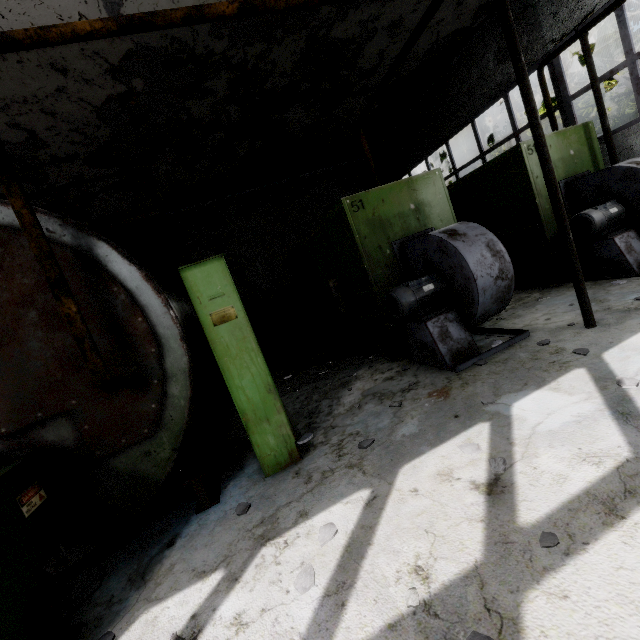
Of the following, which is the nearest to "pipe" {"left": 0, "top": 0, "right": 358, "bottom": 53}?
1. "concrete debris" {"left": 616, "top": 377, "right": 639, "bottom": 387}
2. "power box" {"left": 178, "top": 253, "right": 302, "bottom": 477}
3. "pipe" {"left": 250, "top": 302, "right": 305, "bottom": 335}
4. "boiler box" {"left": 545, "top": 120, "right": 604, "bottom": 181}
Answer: "pipe" {"left": 250, "top": 302, "right": 305, "bottom": 335}

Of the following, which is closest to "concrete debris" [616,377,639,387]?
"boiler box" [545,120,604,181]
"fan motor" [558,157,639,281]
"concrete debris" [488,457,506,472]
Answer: "concrete debris" [488,457,506,472]

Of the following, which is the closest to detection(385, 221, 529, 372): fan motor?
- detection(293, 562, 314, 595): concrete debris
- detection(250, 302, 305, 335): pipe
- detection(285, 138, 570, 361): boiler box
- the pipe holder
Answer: detection(285, 138, 570, 361): boiler box

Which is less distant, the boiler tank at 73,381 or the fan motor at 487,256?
the boiler tank at 73,381

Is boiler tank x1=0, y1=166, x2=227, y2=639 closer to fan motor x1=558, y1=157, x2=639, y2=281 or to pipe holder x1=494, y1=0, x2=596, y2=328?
pipe holder x1=494, y1=0, x2=596, y2=328

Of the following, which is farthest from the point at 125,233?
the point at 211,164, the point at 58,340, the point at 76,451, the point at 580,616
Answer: the point at 580,616

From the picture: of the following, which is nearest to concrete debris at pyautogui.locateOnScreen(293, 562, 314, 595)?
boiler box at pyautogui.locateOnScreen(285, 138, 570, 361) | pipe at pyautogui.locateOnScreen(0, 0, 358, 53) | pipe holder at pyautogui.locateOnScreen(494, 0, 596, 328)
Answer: boiler box at pyautogui.locateOnScreen(285, 138, 570, 361)

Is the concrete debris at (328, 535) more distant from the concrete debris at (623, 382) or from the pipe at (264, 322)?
the pipe at (264, 322)
